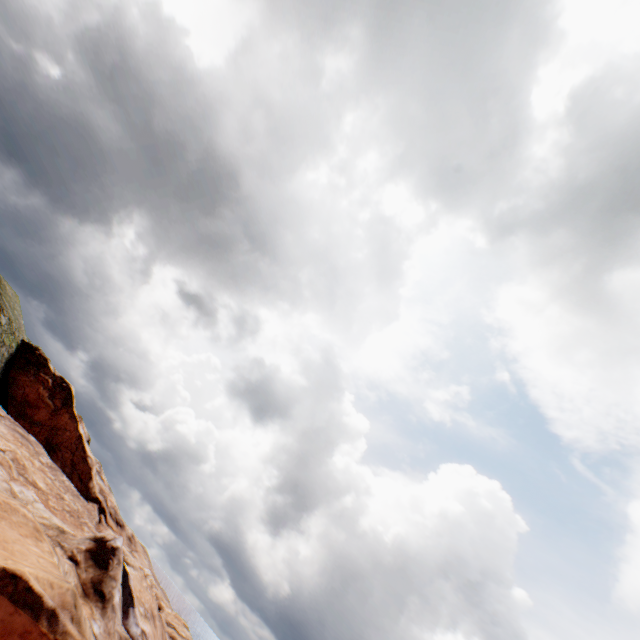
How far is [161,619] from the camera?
31.98m
